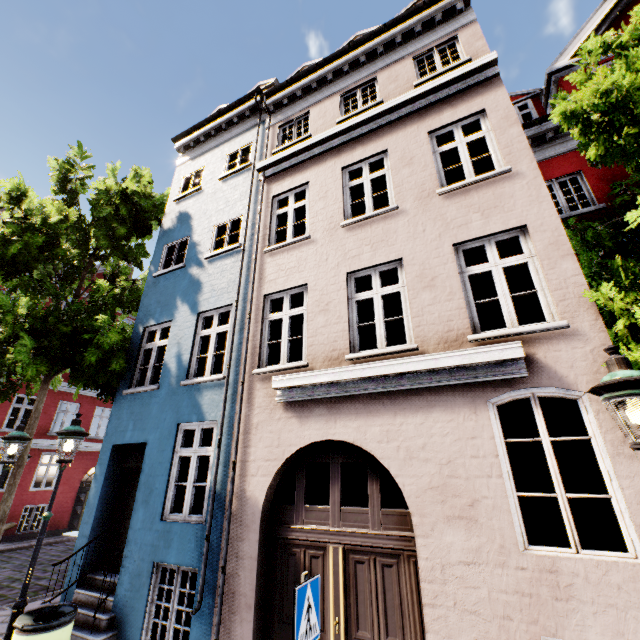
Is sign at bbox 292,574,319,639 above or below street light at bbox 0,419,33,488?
below

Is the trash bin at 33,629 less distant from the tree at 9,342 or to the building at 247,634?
the building at 247,634

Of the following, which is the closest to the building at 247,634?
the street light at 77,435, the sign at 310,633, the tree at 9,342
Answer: the tree at 9,342

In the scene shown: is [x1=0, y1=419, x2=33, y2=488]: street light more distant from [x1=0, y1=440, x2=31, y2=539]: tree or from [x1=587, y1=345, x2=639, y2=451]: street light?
[x1=587, y1=345, x2=639, y2=451]: street light

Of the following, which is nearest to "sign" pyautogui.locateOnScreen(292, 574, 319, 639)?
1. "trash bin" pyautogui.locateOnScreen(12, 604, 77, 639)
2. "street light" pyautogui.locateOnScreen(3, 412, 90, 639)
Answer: "trash bin" pyautogui.locateOnScreen(12, 604, 77, 639)

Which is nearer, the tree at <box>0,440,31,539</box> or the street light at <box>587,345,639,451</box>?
the street light at <box>587,345,639,451</box>

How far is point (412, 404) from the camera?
4.9m

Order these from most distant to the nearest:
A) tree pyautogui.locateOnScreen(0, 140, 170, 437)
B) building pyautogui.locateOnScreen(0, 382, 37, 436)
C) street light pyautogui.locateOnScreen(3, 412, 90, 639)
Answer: building pyautogui.locateOnScreen(0, 382, 37, 436) < tree pyautogui.locateOnScreen(0, 140, 170, 437) < street light pyautogui.locateOnScreen(3, 412, 90, 639)
